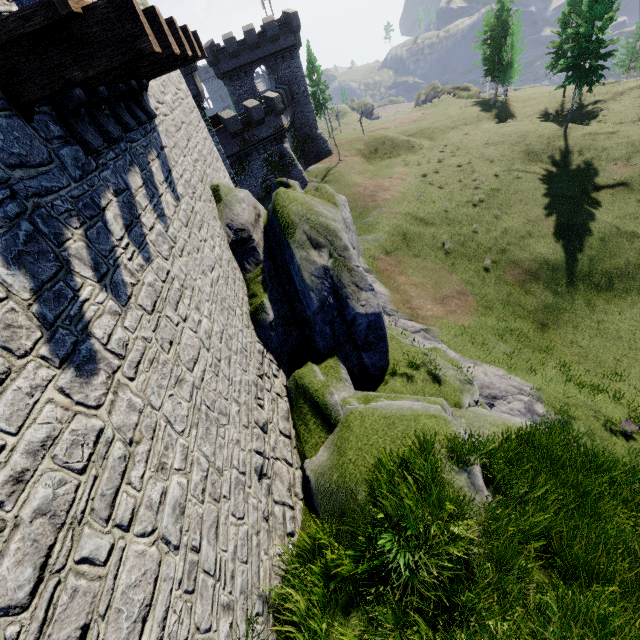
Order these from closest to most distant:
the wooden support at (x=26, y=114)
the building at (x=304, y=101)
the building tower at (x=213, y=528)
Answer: the building tower at (x=213, y=528) → the wooden support at (x=26, y=114) → the building at (x=304, y=101)

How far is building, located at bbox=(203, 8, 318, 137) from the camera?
37.1 meters

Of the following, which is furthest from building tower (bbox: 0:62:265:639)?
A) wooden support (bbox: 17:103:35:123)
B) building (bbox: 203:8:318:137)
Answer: building (bbox: 203:8:318:137)

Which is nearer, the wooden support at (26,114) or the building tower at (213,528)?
the building tower at (213,528)

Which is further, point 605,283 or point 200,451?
point 605,283

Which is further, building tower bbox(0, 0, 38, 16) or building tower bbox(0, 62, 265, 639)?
building tower bbox(0, 0, 38, 16)

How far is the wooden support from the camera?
3.7m
